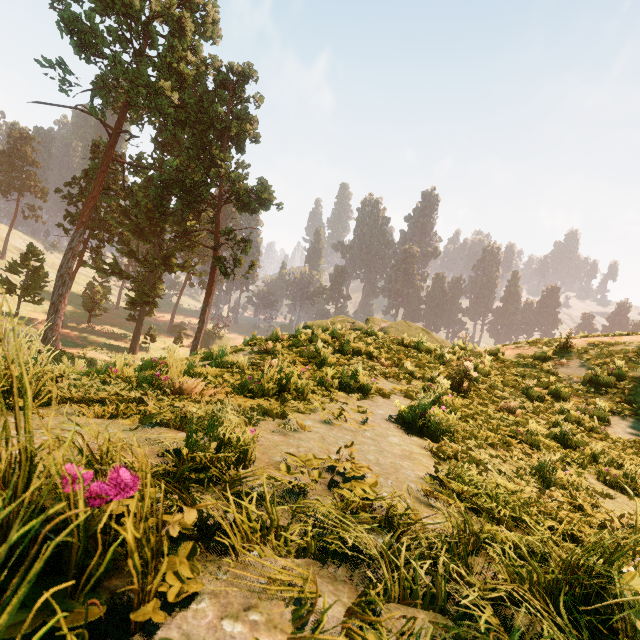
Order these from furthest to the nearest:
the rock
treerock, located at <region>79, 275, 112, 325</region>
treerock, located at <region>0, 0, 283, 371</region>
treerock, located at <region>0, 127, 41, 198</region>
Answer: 1. treerock, located at <region>0, 127, 41, 198</region>
2. treerock, located at <region>79, 275, 112, 325</region>
3. treerock, located at <region>0, 0, 283, 371</region>
4. the rock

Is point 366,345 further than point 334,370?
Yes

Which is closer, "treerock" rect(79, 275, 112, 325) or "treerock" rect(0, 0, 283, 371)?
"treerock" rect(0, 0, 283, 371)

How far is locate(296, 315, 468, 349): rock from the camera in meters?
11.2

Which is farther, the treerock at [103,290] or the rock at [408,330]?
the treerock at [103,290]

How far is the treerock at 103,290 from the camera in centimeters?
4697cm

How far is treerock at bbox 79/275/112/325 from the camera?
47.0 meters
